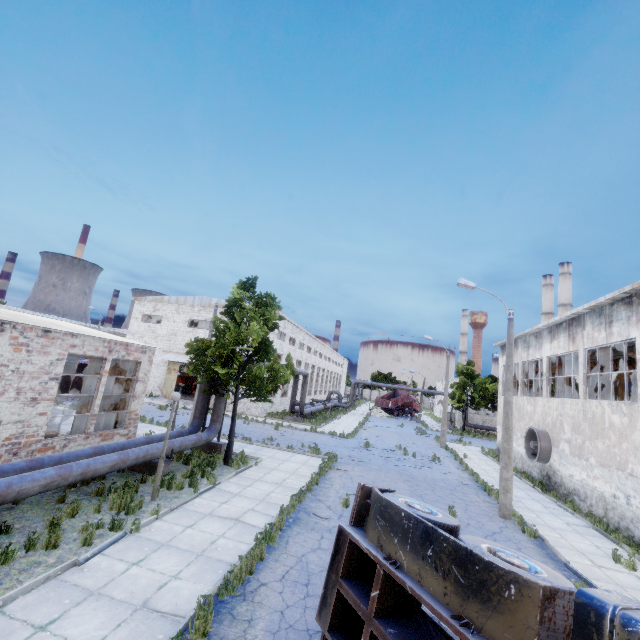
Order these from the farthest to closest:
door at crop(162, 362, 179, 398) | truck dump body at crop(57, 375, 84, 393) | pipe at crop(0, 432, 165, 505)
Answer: door at crop(162, 362, 179, 398) < truck dump body at crop(57, 375, 84, 393) < pipe at crop(0, 432, 165, 505)

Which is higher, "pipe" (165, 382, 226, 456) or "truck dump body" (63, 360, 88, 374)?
"truck dump body" (63, 360, 88, 374)

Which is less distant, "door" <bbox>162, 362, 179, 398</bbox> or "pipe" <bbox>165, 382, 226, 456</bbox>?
"pipe" <bbox>165, 382, 226, 456</bbox>

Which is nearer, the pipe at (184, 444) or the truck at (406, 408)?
the pipe at (184, 444)

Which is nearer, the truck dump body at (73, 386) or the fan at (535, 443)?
the fan at (535, 443)

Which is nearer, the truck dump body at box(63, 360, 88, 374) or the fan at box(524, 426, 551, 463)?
the fan at box(524, 426, 551, 463)

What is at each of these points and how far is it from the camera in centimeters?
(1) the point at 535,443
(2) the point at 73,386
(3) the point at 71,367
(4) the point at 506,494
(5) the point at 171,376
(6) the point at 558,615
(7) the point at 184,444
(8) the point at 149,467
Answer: (1) fan, 1972cm
(2) truck dump body, 2939cm
(3) truck dump body, 2931cm
(4) lamp post, 1336cm
(5) door, 3547cm
(6) truck, 326cm
(7) pipe, 1370cm
(8) pipe holder, 1262cm

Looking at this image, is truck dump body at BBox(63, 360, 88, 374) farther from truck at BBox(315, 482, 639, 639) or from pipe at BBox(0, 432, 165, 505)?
truck at BBox(315, 482, 639, 639)
